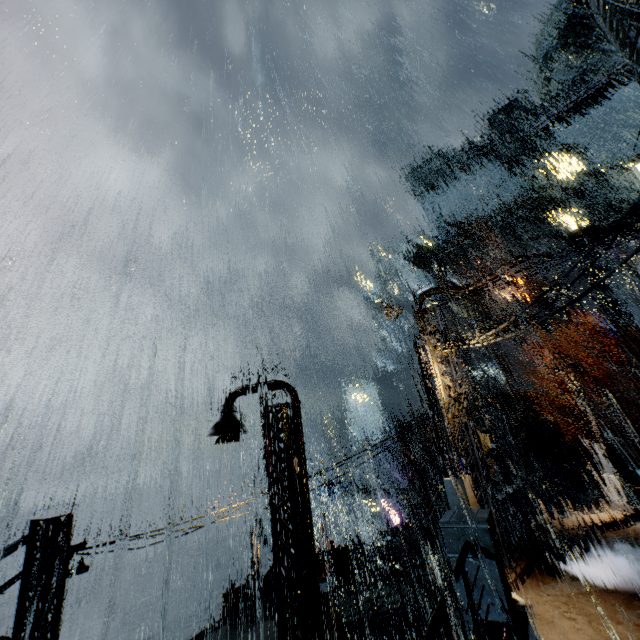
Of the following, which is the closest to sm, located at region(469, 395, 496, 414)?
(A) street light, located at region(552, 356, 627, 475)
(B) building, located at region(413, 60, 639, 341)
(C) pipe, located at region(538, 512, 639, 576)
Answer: (B) building, located at region(413, 60, 639, 341)

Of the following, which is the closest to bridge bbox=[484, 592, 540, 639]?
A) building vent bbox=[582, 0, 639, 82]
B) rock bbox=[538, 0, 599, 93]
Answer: building vent bbox=[582, 0, 639, 82]

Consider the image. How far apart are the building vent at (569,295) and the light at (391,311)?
43.9m

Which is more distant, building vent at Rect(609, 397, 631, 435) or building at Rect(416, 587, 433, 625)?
building vent at Rect(609, 397, 631, 435)

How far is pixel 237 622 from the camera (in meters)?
16.95

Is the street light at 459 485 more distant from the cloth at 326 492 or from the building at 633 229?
the cloth at 326 492

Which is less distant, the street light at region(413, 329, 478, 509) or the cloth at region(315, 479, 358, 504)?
the street light at region(413, 329, 478, 509)

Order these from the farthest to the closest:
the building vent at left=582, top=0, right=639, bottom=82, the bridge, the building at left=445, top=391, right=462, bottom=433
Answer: the building at left=445, top=391, right=462, bottom=433, the building vent at left=582, top=0, right=639, bottom=82, the bridge
